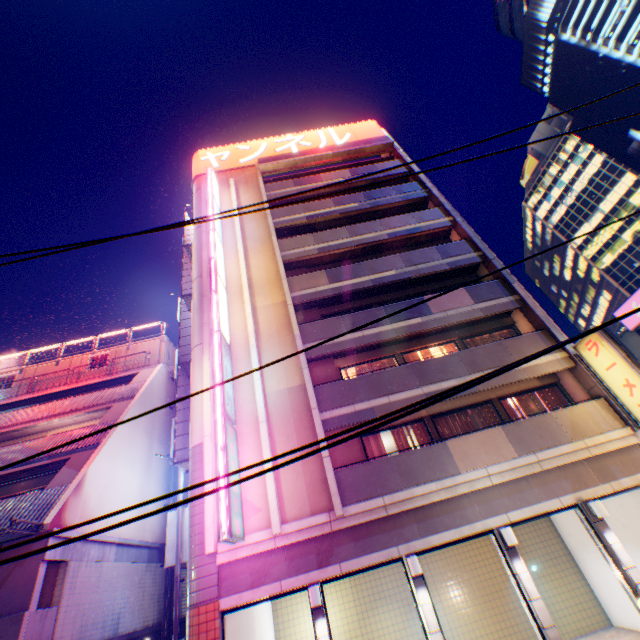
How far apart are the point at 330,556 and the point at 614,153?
61.1m

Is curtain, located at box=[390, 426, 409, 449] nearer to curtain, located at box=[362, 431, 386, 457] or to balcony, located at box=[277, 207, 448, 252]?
curtain, located at box=[362, 431, 386, 457]

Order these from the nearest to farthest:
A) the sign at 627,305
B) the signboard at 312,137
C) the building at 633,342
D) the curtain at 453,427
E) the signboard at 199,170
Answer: the curtain at 453,427 → the sign at 627,305 → the building at 633,342 → the signboard at 199,170 → the signboard at 312,137

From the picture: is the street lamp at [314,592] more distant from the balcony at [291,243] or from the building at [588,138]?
the building at [588,138]

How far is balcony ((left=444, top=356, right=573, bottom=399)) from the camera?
12.06m

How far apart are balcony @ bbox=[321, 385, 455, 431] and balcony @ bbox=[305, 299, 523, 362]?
2.59m

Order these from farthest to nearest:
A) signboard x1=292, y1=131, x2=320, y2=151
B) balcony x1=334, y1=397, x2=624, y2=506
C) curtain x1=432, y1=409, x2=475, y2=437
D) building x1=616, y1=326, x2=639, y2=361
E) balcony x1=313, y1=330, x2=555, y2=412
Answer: signboard x1=292, y1=131, x2=320, y2=151, building x1=616, y1=326, x2=639, y2=361, curtain x1=432, y1=409, x2=475, y2=437, balcony x1=313, y1=330, x2=555, y2=412, balcony x1=334, y1=397, x2=624, y2=506

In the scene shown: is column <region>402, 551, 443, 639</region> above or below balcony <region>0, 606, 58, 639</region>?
below
